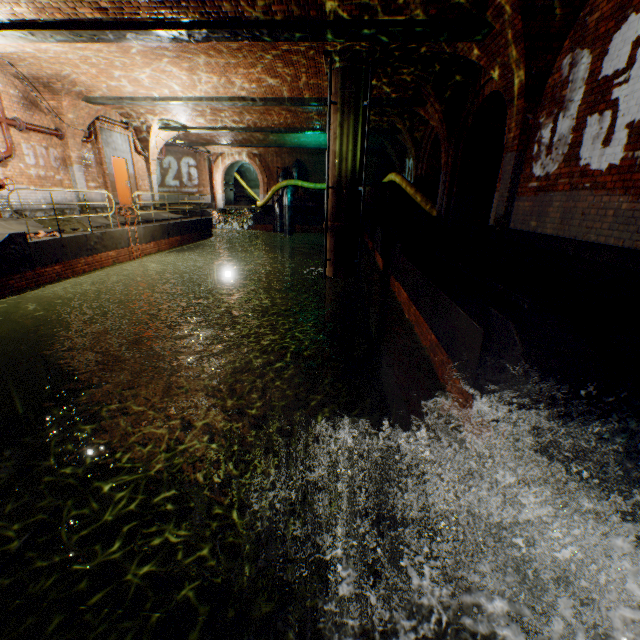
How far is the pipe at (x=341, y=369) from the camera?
11.53m

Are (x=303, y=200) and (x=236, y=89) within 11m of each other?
no

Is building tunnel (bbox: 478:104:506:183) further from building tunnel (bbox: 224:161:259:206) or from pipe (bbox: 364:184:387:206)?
building tunnel (bbox: 224:161:259:206)

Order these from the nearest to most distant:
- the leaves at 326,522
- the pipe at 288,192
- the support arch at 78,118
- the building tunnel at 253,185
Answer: the leaves at 326,522
the support arch at 78,118
the pipe at 288,192
the building tunnel at 253,185

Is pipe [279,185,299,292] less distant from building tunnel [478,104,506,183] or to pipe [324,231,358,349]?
building tunnel [478,104,506,183]

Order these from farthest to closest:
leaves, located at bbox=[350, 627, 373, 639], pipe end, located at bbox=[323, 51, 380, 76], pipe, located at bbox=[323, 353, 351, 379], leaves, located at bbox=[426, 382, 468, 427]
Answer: pipe, located at bbox=[323, 353, 351, 379] → pipe end, located at bbox=[323, 51, 380, 76] → leaves, located at bbox=[426, 382, 468, 427] → leaves, located at bbox=[350, 627, 373, 639]

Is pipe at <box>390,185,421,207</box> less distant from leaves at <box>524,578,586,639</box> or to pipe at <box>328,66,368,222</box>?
pipe at <box>328,66,368,222</box>

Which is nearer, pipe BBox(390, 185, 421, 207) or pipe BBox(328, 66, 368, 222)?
pipe BBox(328, 66, 368, 222)
